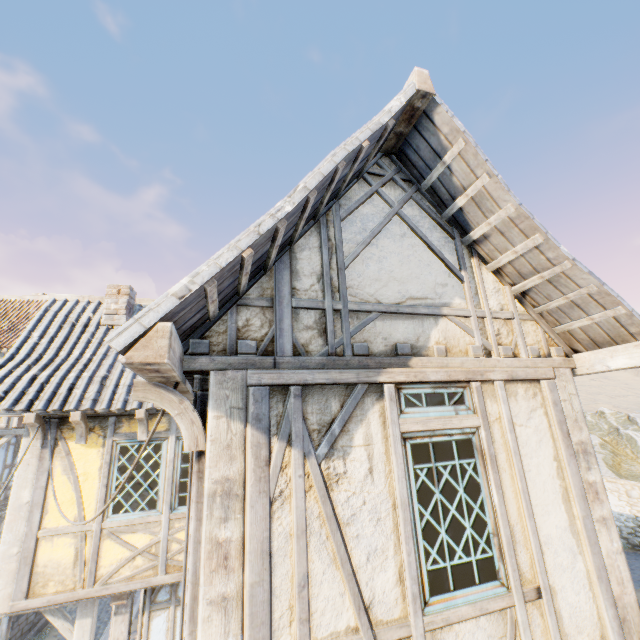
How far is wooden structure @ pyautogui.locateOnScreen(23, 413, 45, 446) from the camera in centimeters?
535cm

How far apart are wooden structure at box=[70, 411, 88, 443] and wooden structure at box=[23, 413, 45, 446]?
0.51m

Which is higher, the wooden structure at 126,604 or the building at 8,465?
the building at 8,465

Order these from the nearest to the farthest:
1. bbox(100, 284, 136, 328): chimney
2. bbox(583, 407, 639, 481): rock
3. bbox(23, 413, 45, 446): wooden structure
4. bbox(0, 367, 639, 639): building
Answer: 1. bbox(0, 367, 639, 639): building
2. bbox(23, 413, 45, 446): wooden structure
3. bbox(100, 284, 136, 328): chimney
4. bbox(583, 407, 639, 481): rock

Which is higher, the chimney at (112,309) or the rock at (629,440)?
the chimney at (112,309)

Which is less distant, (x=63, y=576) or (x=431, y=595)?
(x=431, y=595)

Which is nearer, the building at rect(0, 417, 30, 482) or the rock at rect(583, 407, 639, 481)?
the building at rect(0, 417, 30, 482)

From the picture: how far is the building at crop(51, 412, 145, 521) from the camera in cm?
561
